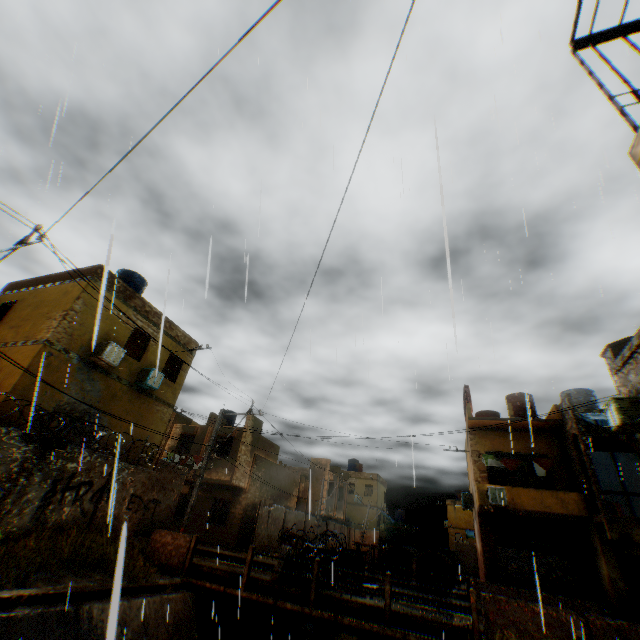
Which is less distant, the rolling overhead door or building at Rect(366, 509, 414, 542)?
the rolling overhead door

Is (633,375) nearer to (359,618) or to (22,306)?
(359,618)

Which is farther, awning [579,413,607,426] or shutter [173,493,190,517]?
shutter [173,493,190,517]

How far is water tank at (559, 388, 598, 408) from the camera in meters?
17.9 m

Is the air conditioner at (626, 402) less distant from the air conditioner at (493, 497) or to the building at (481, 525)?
the building at (481, 525)

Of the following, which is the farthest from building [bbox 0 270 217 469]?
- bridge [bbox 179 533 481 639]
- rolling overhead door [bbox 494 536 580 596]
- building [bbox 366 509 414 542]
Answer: building [bbox 366 509 414 542]

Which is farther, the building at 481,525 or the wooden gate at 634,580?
the building at 481,525

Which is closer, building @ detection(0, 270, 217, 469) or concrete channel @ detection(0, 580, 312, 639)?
concrete channel @ detection(0, 580, 312, 639)
